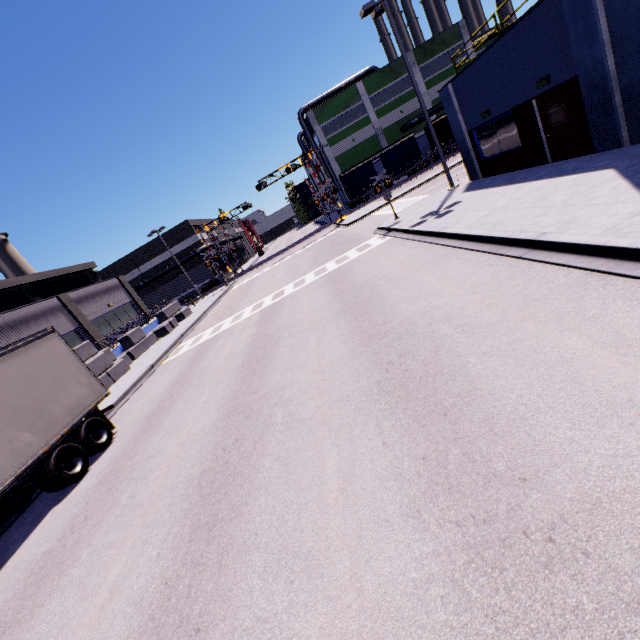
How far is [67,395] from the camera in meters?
9.7

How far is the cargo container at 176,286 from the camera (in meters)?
47.66

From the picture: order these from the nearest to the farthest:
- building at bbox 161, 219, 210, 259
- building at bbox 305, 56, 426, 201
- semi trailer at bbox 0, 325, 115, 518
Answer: semi trailer at bbox 0, 325, 115, 518 < building at bbox 305, 56, 426, 201 < building at bbox 161, 219, 210, 259

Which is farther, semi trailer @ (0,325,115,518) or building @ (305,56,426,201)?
building @ (305,56,426,201)

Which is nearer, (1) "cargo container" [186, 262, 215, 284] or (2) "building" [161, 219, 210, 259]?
(1) "cargo container" [186, 262, 215, 284]

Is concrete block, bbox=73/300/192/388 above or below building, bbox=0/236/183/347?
below

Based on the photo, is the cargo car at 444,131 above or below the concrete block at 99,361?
Answer: above
